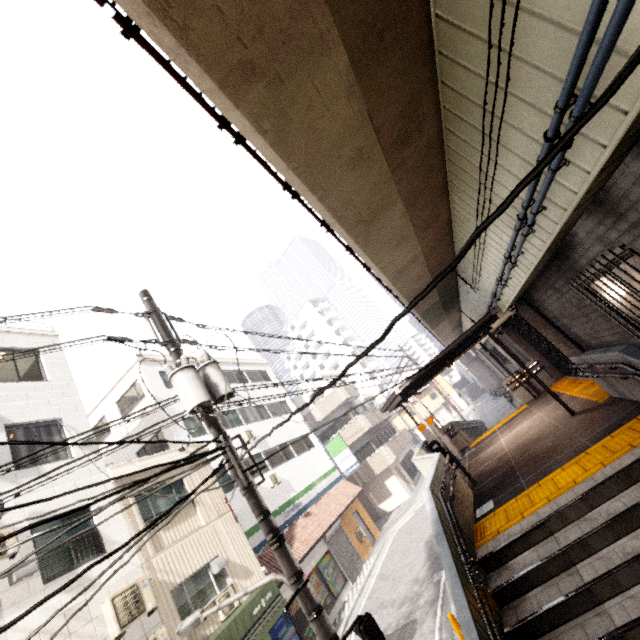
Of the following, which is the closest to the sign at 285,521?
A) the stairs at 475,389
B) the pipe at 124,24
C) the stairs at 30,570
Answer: the stairs at 30,570

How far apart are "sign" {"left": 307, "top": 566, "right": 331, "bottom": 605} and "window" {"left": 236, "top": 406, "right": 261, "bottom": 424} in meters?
7.9

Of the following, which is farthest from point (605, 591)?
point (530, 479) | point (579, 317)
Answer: point (579, 317)

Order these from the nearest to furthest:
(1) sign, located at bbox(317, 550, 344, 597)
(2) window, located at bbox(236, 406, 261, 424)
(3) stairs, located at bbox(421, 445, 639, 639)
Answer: (3) stairs, located at bbox(421, 445, 639, 639) → (1) sign, located at bbox(317, 550, 344, 597) → (2) window, located at bbox(236, 406, 261, 424)

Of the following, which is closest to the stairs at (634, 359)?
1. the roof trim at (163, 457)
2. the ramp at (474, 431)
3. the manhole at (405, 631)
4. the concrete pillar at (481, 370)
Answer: the manhole at (405, 631)

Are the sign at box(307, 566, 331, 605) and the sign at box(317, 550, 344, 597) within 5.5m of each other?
yes

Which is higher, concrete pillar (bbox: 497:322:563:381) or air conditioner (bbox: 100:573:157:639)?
air conditioner (bbox: 100:573:157:639)

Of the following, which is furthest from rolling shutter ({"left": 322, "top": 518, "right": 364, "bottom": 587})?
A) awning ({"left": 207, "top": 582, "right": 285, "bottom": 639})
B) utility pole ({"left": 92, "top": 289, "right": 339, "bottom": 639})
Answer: utility pole ({"left": 92, "top": 289, "right": 339, "bottom": 639})
